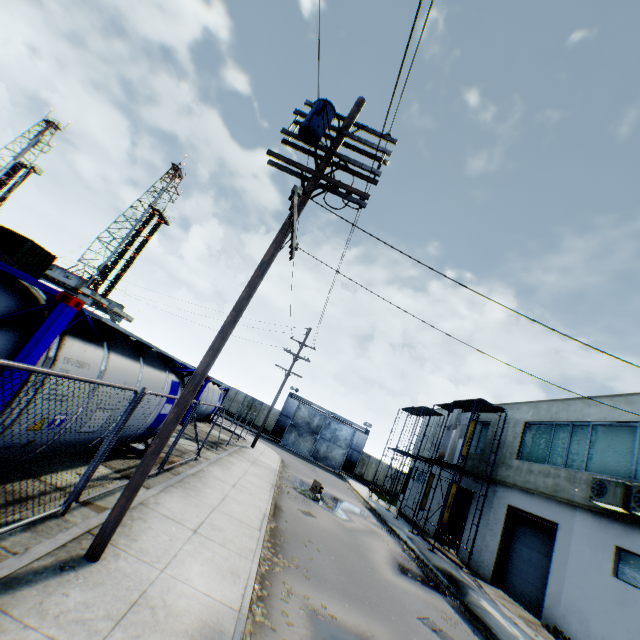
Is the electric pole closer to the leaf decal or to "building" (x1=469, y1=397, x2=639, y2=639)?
the leaf decal

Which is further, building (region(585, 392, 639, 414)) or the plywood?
the plywood

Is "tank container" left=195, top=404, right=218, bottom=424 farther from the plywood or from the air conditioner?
the air conditioner

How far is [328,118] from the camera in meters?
6.3

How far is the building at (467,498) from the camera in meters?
20.2

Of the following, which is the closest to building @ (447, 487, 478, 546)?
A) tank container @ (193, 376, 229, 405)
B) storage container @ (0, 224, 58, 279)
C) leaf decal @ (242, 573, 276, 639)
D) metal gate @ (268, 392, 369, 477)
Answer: metal gate @ (268, 392, 369, 477)

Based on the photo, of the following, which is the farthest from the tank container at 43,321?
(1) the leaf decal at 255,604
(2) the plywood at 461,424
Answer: (2) the plywood at 461,424

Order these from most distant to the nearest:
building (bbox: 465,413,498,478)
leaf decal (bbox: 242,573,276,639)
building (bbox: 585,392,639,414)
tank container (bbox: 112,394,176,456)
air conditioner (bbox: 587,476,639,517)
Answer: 1. building (bbox: 465,413,498,478)
2. building (bbox: 585,392,639,414)
3. air conditioner (bbox: 587,476,639,517)
4. tank container (bbox: 112,394,176,456)
5. leaf decal (bbox: 242,573,276,639)
